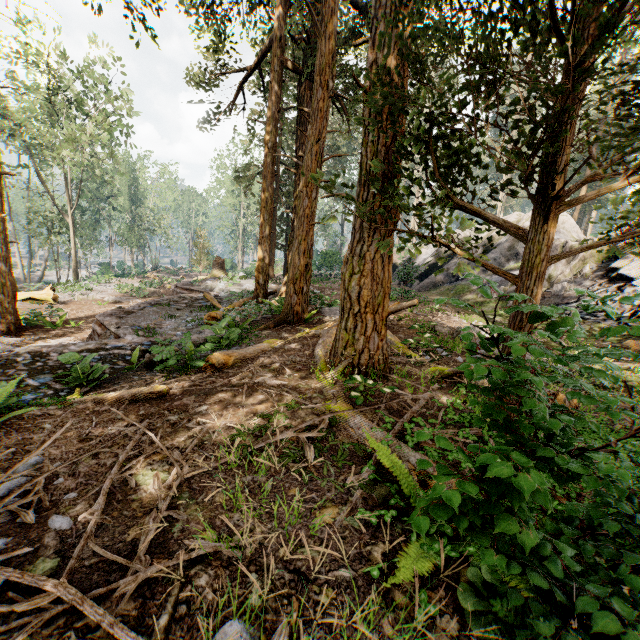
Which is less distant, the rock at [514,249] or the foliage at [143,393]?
the foliage at [143,393]

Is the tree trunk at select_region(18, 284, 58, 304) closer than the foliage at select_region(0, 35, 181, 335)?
Yes

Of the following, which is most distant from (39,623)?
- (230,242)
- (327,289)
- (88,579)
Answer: (230,242)

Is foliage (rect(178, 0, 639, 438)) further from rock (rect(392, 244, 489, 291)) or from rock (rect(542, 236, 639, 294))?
rock (rect(542, 236, 639, 294))

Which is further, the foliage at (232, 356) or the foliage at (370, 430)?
the foliage at (232, 356)

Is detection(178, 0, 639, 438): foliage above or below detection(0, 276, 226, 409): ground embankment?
above

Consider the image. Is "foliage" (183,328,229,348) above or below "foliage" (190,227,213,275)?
below

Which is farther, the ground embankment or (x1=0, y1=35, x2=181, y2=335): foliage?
(x1=0, y1=35, x2=181, y2=335): foliage
